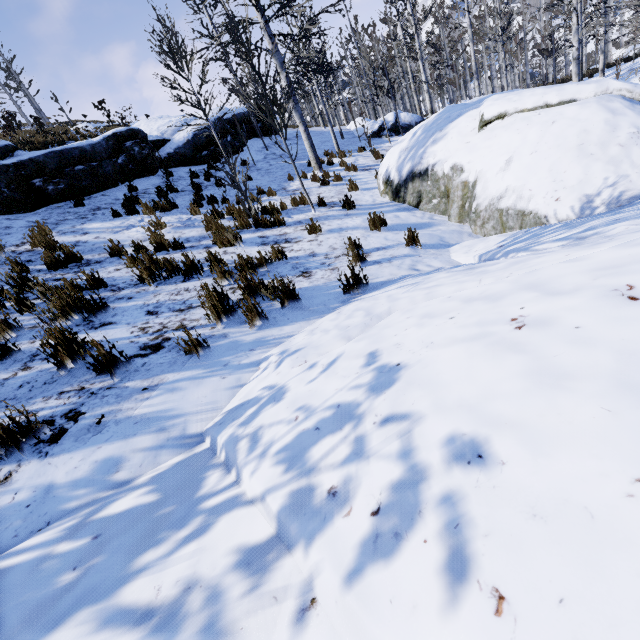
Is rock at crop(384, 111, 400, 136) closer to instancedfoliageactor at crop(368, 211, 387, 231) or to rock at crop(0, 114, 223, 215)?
rock at crop(0, 114, 223, 215)

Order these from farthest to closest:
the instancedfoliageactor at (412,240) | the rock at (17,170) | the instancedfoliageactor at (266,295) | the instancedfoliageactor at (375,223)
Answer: the rock at (17,170) → the instancedfoliageactor at (375,223) → the instancedfoliageactor at (412,240) → the instancedfoliageactor at (266,295)

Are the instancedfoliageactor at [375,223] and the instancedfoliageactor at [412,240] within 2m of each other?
yes

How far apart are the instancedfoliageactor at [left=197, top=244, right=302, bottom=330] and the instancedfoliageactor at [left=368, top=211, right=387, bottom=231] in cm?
295

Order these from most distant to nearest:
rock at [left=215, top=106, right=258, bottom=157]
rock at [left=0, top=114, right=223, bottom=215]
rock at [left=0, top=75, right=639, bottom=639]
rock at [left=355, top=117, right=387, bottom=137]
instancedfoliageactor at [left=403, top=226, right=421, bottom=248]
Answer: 1. rock at [left=355, top=117, right=387, bottom=137]
2. rock at [left=215, top=106, right=258, bottom=157]
3. rock at [left=0, top=114, right=223, bottom=215]
4. instancedfoliageactor at [left=403, top=226, right=421, bottom=248]
5. rock at [left=0, top=75, right=639, bottom=639]

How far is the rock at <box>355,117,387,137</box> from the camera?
20.16m

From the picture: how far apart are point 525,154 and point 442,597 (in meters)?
6.26

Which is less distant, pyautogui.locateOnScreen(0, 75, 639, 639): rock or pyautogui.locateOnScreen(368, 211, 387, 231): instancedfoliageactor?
pyautogui.locateOnScreen(0, 75, 639, 639): rock
